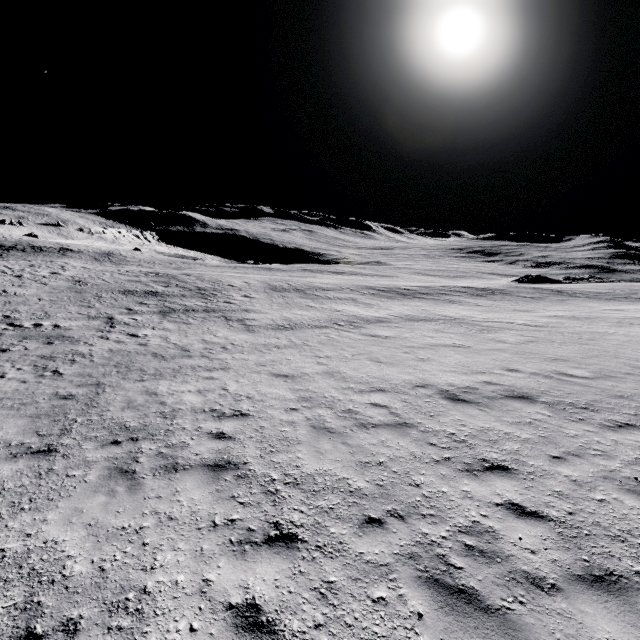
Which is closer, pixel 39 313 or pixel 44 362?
pixel 44 362
